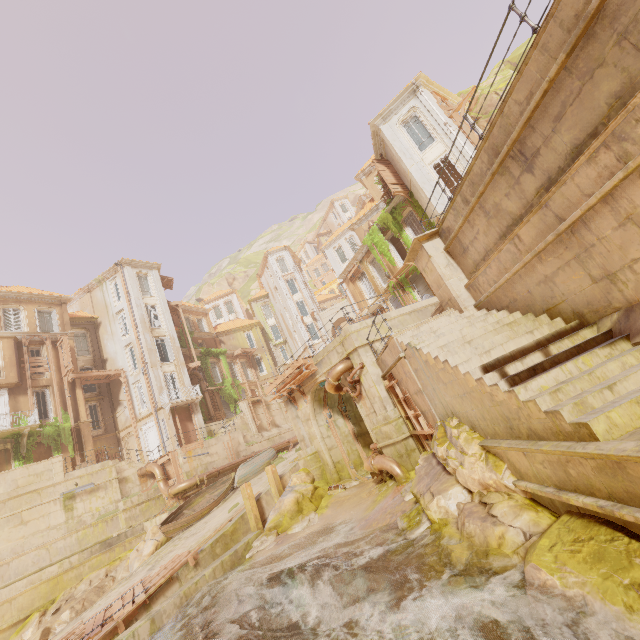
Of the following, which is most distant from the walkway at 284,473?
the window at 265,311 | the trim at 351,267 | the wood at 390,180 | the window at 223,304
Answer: the window at 223,304

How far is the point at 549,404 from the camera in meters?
4.8

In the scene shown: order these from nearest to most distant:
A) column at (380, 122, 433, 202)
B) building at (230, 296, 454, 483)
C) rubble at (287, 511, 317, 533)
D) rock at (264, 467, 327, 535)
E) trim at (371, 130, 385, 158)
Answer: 1. building at (230, 296, 454, 483)
2. rubble at (287, 511, 317, 533)
3. rock at (264, 467, 327, 535)
4. column at (380, 122, 433, 202)
5. trim at (371, 130, 385, 158)

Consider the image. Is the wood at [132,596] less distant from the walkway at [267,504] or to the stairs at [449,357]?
the walkway at [267,504]

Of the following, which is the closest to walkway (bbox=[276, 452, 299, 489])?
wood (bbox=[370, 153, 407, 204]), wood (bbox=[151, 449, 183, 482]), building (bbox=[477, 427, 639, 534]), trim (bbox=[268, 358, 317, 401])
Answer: wood (bbox=[151, 449, 183, 482])

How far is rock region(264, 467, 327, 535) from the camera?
14.0 meters

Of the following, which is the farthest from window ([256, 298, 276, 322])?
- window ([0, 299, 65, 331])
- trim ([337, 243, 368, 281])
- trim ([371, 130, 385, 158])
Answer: trim ([371, 130, 385, 158])

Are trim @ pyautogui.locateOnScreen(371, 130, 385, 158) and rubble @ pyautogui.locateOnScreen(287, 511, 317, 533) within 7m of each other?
no
